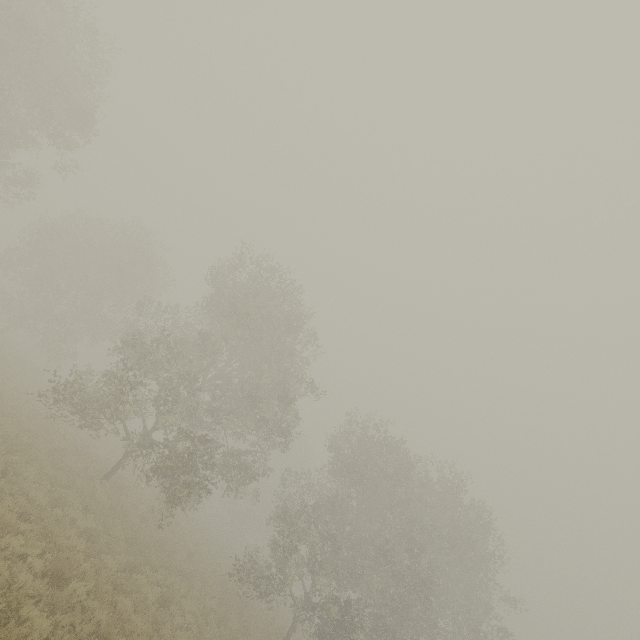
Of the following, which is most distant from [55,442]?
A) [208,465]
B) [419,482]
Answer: [419,482]
